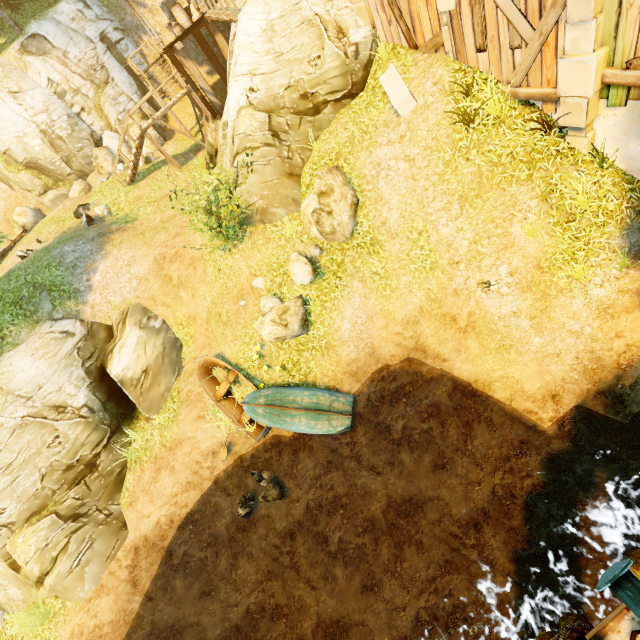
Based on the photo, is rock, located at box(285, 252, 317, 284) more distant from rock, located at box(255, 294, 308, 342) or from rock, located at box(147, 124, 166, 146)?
rock, located at box(147, 124, 166, 146)

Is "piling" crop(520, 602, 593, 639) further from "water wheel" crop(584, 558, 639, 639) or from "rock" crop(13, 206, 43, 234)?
"rock" crop(13, 206, 43, 234)

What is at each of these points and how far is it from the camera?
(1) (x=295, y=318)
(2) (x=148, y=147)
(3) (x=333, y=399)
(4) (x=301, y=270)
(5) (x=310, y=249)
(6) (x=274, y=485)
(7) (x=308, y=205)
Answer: (1) rock, 10.45m
(2) rock, 21.84m
(3) boat, 9.91m
(4) rock, 10.13m
(5) rock, 10.30m
(6) rock, 10.16m
(7) rock, 9.92m

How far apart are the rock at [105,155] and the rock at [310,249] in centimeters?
1741cm

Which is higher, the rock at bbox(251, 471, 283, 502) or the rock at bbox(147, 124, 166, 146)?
the rock at bbox(147, 124, 166, 146)

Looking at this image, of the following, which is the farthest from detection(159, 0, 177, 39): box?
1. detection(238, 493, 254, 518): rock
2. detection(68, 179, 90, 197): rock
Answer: detection(238, 493, 254, 518): rock

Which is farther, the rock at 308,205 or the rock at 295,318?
the rock at 295,318

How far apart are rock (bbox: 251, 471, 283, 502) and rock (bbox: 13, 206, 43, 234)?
23.48m
